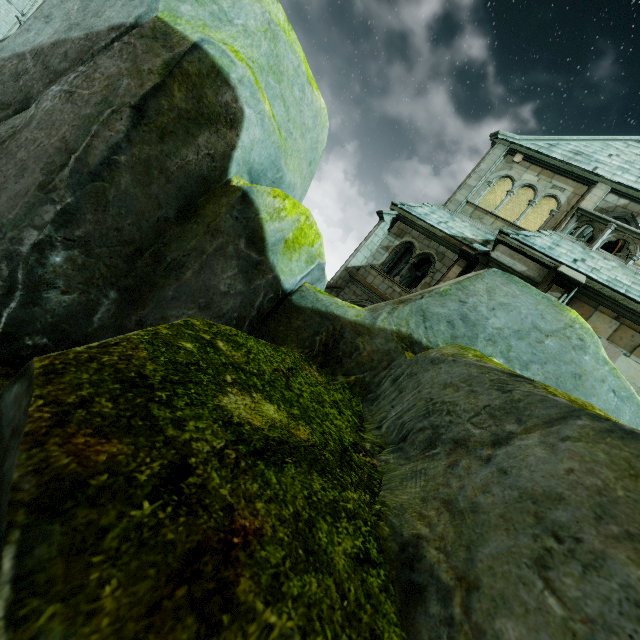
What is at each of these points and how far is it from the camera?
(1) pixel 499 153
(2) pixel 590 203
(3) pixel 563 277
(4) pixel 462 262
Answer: (1) stone column, 14.51m
(2) stone column, 12.73m
(3) stone column, 8.82m
(4) stone column, 12.84m

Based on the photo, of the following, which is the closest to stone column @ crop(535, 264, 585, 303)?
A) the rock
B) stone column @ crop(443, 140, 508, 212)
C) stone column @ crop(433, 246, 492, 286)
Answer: the rock

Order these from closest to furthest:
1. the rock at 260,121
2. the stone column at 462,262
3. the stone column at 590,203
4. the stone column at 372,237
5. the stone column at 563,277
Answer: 1. the rock at 260,121
2. the stone column at 563,277
3. the stone column at 462,262
4. the stone column at 590,203
5. the stone column at 372,237

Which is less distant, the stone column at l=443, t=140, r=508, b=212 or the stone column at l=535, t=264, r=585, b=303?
the stone column at l=535, t=264, r=585, b=303

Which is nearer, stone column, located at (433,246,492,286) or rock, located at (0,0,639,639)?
rock, located at (0,0,639,639)

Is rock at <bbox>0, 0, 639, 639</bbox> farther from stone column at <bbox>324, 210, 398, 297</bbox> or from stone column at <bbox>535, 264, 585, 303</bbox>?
stone column at <bbox>324, 210, 398, 297</bbox>

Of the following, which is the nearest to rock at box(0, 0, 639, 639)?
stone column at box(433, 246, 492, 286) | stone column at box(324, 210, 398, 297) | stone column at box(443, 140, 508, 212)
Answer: stone column at box(433, 246, 492, 286)

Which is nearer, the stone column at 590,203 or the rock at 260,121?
the rock at 260,121
